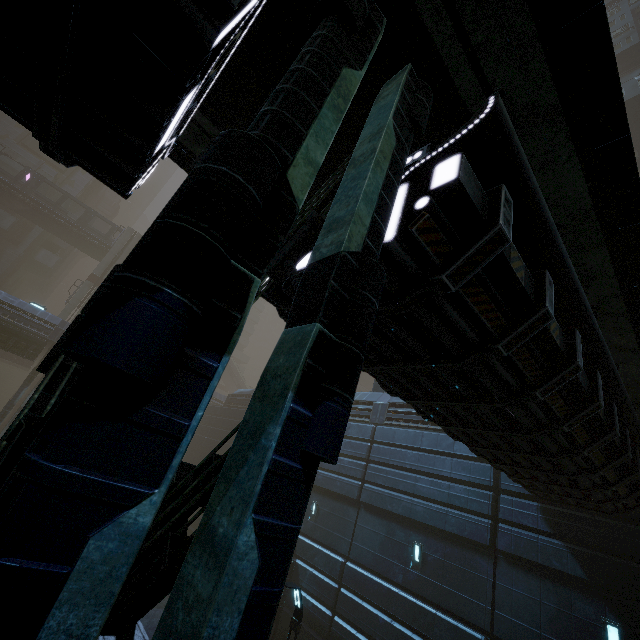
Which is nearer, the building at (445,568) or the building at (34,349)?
the building at (445,568)

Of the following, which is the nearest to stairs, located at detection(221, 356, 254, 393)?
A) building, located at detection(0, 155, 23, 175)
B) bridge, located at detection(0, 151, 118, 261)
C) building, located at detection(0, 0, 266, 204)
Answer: building, located at detection(0, 0, 266, 204)

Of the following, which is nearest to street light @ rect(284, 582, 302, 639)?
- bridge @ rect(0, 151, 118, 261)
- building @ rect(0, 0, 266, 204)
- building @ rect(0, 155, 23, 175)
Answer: building @ rect(0, 0, 266, 204)

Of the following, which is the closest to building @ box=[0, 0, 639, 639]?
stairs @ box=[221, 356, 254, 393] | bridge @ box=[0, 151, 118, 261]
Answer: stairs @ box=[221, 356, 254, 393]

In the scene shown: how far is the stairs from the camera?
52.1m

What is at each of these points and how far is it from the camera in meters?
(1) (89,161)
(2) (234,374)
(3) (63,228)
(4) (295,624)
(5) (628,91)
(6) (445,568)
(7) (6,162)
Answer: (1) building, 2.9
(2) stairs, 52.0
(3) bridge, 40.2
(4) street light, 9.2
(5) building, 30.7
(6) building, 11.6
(7) building, 43.6

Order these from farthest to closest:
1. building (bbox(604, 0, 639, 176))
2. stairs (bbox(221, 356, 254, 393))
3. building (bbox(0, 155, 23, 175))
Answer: stairs (bbox(221, 356, 254, 393))
building (bbox(0, 155, 23, 175))
building (bbox(604, 0, 639, 176))
